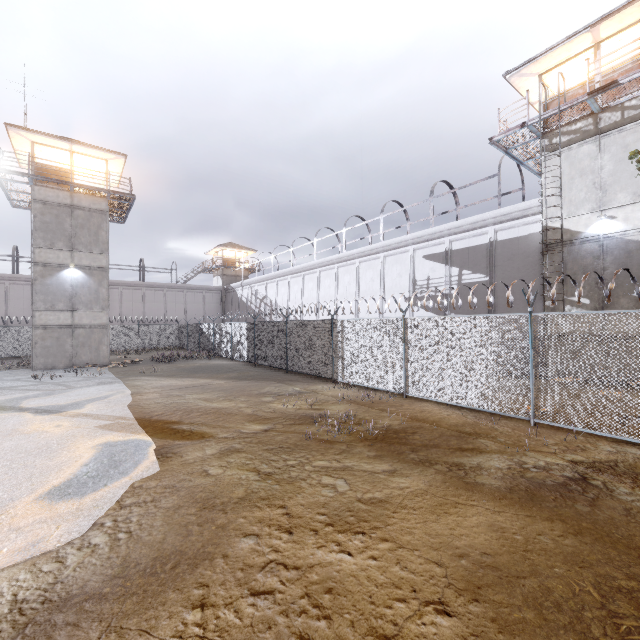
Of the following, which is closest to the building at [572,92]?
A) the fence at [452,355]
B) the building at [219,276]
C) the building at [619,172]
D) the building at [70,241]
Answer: the building at [619,172]

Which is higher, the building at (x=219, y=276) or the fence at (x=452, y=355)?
the building at (x=219, y=276)

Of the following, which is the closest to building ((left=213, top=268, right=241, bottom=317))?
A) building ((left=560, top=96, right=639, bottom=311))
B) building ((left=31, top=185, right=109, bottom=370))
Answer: building ((left=31, top=185, right=109, bottom=370))

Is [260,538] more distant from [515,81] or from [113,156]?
[113,156]

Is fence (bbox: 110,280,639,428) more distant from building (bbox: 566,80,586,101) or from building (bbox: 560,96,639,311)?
building (bbox: 566,80,586,101)

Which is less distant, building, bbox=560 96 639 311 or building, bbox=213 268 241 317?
building, bbox=560 96 639 311

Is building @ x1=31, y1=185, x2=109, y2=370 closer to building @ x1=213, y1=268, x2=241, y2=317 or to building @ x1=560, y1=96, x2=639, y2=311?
building @ x1=213, y1=268, x2=241, y2=317

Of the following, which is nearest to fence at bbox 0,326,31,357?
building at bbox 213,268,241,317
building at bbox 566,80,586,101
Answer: building at bbox 213,268,241,317
